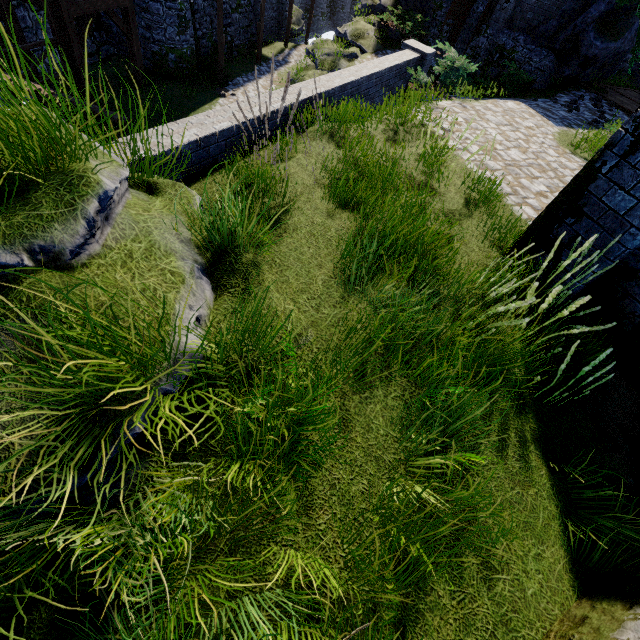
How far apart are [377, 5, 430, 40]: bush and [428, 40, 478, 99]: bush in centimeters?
895cm

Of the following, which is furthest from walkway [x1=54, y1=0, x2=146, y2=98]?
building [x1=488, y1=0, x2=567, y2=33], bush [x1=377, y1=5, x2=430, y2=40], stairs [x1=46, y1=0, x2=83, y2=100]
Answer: building [x1=488, y1=0, x2=567, y2=33]

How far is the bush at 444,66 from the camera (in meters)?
9.07

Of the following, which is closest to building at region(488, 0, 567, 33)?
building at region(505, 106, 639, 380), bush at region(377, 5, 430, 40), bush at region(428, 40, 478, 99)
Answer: bush at region(377, 5, 430, 40)

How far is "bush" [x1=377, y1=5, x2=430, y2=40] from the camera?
16.5m

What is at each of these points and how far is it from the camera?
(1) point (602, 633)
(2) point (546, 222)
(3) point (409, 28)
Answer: (1) building, 1.8m
(2) building, 4.0m
(3) bush, 16.2m

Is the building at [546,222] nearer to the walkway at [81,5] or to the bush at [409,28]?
the walkway at [81,5]
